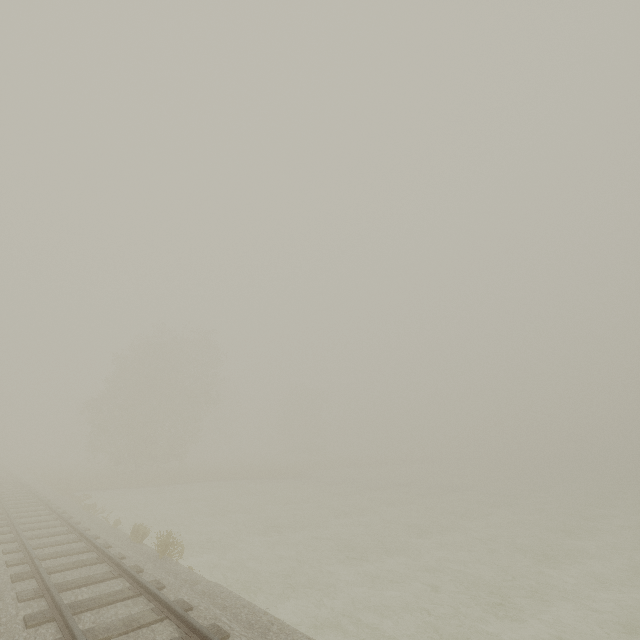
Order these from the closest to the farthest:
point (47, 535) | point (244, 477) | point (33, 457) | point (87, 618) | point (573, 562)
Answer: point (87, 618) → point (47, 535) → point (573, 562) → point (244, 477) → point (33, 457)
